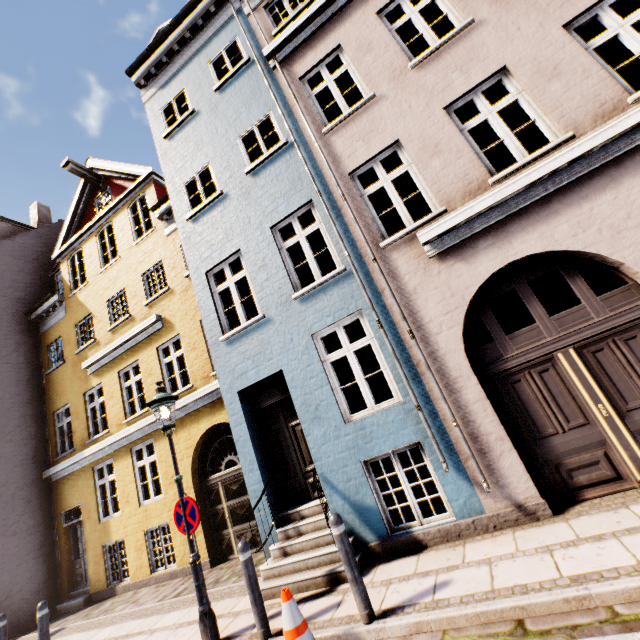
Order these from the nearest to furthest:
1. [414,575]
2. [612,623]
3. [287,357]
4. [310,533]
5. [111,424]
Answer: [612,623], [414,575], [310,533], [287,357], [111,424]

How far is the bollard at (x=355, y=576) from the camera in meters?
3.6 m

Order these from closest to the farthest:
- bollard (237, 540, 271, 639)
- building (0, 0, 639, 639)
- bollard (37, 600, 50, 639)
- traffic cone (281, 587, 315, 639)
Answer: traffic cone (281, 587, 315, 639), bollard (237, 540, 271, 639), building (0, 0, 639, 639), bollard (37, 600, 50, 639)

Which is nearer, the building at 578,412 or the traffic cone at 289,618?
the traffic cone at 289,618

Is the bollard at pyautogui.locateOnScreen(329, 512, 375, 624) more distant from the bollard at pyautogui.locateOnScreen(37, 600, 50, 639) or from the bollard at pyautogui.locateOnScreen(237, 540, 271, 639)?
the bollard at pyautogui.locateOnScreen(37, 600, 50, 639)

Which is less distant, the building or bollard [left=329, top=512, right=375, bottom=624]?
bollard [left=329, top=512, right=375, bottom=624]

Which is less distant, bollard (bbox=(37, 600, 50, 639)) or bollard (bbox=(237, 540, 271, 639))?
bollard (bbox=(237, 540, 271, 639))

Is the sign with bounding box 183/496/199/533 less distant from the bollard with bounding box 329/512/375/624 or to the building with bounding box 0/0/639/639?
the building with bounding box 0/0/639/639
